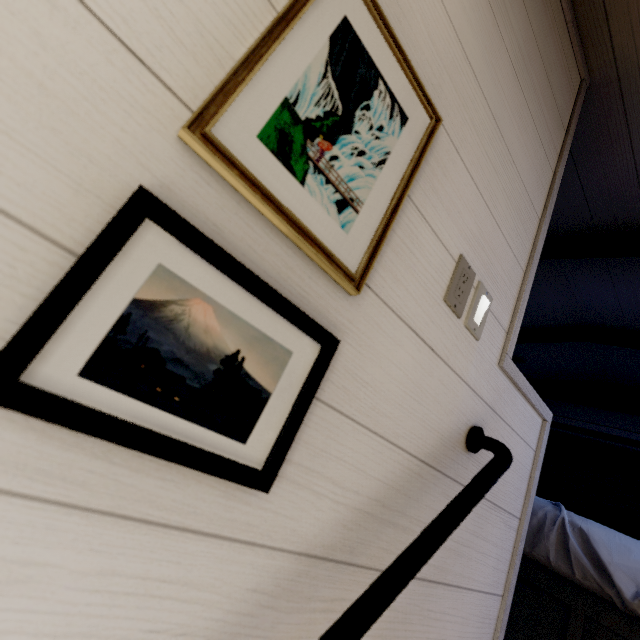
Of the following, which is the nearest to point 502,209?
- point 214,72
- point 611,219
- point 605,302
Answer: point 214,72

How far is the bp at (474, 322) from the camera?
0.8m

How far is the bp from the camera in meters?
0.8
